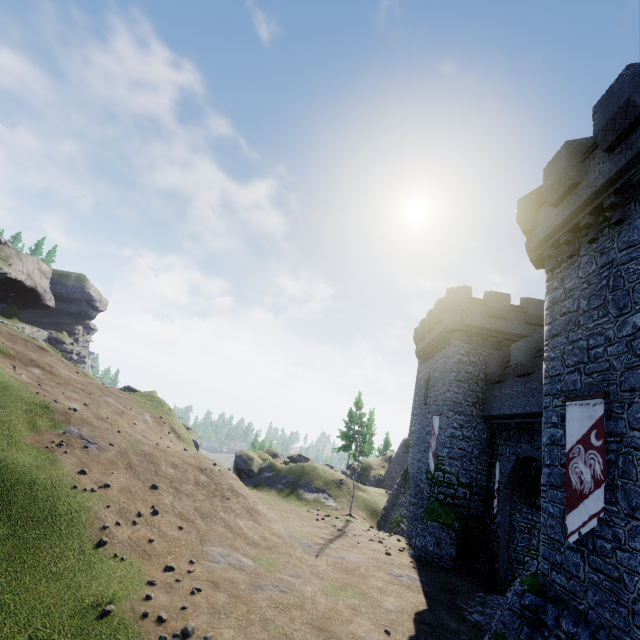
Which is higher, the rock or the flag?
the rock

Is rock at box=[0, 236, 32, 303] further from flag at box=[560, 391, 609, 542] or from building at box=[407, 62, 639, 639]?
flag at box=[560, 391, 609, 542]

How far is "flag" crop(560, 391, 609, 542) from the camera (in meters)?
8.27

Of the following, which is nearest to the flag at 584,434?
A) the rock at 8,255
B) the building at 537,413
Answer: the building at 537,413

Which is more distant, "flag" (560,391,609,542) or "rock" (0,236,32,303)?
"rock" (0,236,32,303)

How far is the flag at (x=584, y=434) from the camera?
8.3m

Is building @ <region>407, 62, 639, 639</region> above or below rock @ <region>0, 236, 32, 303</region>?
below

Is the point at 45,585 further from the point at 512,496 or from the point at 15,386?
the point at 512,496
